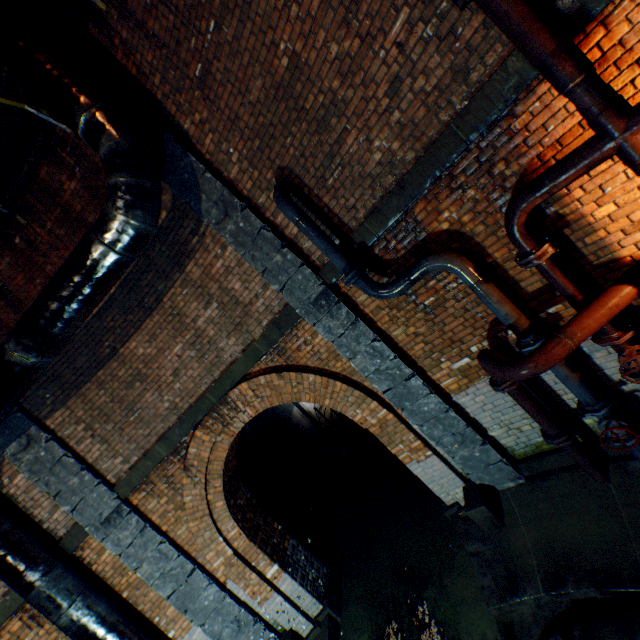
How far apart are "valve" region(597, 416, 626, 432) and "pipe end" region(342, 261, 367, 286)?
3.2 meters

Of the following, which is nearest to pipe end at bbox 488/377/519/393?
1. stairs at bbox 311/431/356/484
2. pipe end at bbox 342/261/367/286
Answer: pipe end at bbox 342/261/367/286

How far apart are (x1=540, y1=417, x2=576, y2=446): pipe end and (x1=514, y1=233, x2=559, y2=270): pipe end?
2.3m

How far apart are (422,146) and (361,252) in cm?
140

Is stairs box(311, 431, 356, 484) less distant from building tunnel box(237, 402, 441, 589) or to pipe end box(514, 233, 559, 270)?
building tunnel box(237, 402, 441, 589)

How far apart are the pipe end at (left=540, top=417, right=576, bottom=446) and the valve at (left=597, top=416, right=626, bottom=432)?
0.3m

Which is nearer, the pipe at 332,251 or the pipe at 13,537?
the pipe at 332,251

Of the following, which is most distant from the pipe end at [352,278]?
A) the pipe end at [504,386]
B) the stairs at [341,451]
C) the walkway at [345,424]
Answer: the stairs at [341,451]
